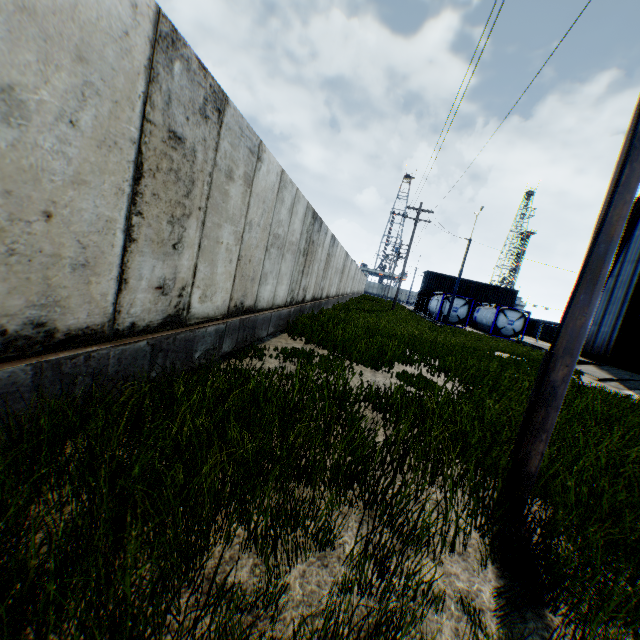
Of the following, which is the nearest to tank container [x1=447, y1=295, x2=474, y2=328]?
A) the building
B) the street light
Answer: the building

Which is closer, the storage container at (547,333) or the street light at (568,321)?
the street light at (568,321)

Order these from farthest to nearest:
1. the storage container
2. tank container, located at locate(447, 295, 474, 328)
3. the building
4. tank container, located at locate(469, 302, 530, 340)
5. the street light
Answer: the storage container, tank container, located at locate(447, 295, 474, 328), tank container, located at locate(469, 302, 530, 340), the building, the street light

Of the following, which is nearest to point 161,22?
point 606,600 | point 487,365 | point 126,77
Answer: point 126,77

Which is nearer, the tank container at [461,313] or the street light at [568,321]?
the street light at [568,321]

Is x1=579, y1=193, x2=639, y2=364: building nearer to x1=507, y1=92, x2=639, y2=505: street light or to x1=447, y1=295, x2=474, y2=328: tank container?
x1=447, y1=295, x2=474, y2=328: tank container

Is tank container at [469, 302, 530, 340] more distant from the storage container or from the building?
the storage container

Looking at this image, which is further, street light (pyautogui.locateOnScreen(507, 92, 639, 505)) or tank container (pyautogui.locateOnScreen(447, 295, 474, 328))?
tank container (pyautogui.locateOnScreen(447, 295, 474, 328))
